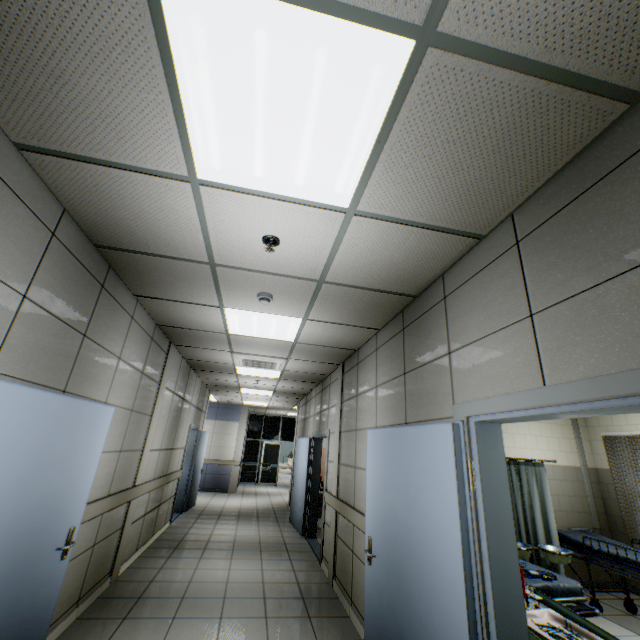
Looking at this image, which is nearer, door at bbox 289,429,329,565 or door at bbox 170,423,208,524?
door at bbox 289,429,329,565

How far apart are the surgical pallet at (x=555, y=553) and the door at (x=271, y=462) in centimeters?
1275cm

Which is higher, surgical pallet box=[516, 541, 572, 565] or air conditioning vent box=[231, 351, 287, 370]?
air conditioning vent box=[231, 351, 287, 370]

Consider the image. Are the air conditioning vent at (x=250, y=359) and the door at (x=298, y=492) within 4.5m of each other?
yes

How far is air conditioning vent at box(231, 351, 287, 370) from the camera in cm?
568

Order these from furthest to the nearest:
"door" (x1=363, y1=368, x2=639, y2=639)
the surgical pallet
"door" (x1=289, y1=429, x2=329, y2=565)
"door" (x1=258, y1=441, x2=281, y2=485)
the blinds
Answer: "door" (x1=258, y1=441, x2=281, y2=485) < "door" (x1=289, y1=429, x2=329, y2=565) < the blinds < the surgical pallet < "door" (x1=363, y1=368, x2=639, y2=639)

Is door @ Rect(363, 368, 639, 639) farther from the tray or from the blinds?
the blinds

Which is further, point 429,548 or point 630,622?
point 630,622
